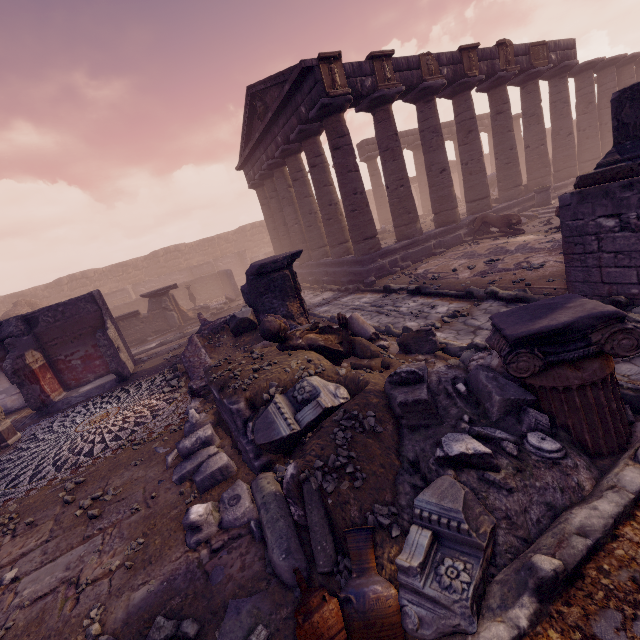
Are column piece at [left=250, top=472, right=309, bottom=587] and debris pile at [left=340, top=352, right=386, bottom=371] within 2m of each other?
yes

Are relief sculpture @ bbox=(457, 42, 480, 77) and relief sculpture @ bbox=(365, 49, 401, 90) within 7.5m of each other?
yes

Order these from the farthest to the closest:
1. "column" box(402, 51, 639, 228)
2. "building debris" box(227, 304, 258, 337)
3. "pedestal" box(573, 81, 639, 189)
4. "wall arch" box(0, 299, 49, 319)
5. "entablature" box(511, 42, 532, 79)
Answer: "wall arch" box(0, 299, 49, 319) < "entablature" box(511, 42, 532, 79) < "column" box(402, 51, 639, 228) < "building debris" box(227, 304, 258, 337) < "pedestal" box(573, 81, 639, 189)

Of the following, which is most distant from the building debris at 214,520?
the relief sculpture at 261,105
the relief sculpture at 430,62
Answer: the relief sculpture at 261,105

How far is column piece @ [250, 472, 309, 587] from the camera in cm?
259

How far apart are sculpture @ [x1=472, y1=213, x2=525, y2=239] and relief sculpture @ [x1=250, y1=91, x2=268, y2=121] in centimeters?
1053cm

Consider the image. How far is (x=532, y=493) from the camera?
2.56m

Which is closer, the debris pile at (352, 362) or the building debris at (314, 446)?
the building debris at (314, 446)
